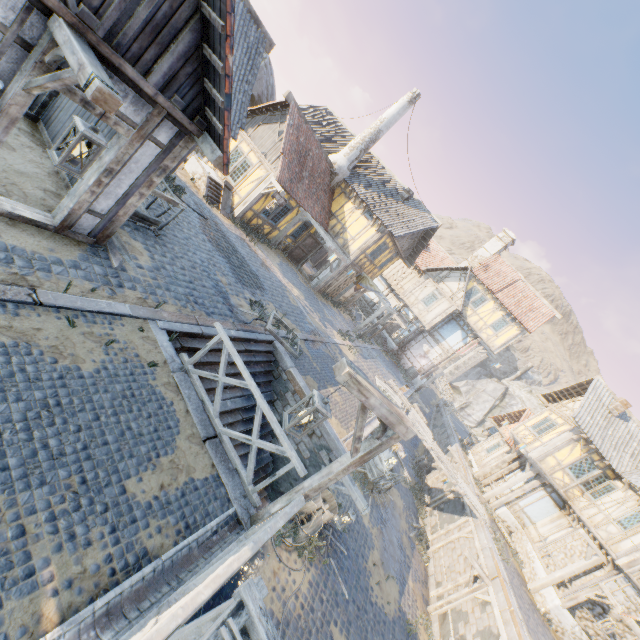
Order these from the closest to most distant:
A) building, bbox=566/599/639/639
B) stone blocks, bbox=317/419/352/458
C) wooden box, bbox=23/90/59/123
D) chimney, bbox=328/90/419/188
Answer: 1. wooden box, bbox=23/90/59/123
2. stone blocks, bbox=317/419/352/458
3. building, bbox=566/599/639/639
4. chimney, bbox=328/90/419/188

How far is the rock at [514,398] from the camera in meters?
55.8

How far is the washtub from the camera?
15.08m

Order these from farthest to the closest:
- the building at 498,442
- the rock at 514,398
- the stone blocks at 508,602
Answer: the rock at 514,398
the building at 498,442
the stone blocks at 508,602

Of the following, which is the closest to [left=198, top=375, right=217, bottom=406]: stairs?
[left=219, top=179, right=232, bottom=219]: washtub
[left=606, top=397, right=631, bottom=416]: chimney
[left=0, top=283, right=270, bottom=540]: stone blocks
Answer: [left=0, top=283, right=270, bottom=540]: stone blocks

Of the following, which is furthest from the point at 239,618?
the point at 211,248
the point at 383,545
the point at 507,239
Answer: the point at 507,239

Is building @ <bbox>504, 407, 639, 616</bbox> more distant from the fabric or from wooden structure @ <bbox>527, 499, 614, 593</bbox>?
the fabric

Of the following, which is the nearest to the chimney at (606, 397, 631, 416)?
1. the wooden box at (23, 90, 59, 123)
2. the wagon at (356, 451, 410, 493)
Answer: the wagon at (356, 451, 410, 493)
